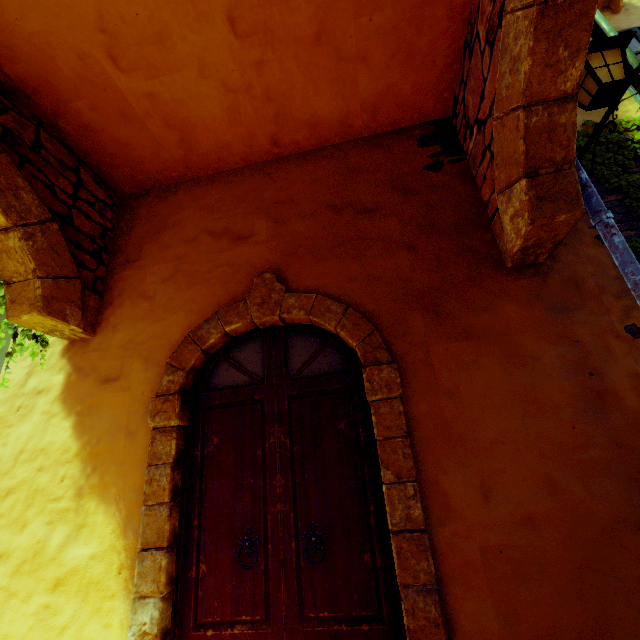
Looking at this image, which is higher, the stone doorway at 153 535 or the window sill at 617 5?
the window sill at 617 5

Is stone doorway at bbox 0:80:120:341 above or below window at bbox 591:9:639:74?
below

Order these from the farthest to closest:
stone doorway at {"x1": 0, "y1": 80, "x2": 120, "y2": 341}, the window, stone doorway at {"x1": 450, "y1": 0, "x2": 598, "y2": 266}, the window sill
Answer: the window sill < the window < stone doorway at {"x1": 0, "y1": 80, "x2": 120, "y2": 341} < stone doorway at {"x1": 450, "y1": 0, "x2": 598, "y2": 266}

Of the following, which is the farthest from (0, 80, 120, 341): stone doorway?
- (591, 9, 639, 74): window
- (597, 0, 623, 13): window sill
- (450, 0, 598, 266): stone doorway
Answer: (597, 0, 623, 13): window sill

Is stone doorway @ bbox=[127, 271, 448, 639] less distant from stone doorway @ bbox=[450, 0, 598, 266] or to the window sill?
stone doorway @ bbox=[450, 0, 598, 266]

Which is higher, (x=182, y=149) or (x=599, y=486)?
(x=182, y=149)

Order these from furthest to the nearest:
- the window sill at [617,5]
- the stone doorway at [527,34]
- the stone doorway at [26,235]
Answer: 1. the window sill at [617,5]
2. the stone doorway at [26,235]
3. the stone doorway at [527,34]

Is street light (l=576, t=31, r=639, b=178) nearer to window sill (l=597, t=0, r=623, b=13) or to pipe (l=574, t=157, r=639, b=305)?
pipe (l=574, t=157, r=639, b=305)
